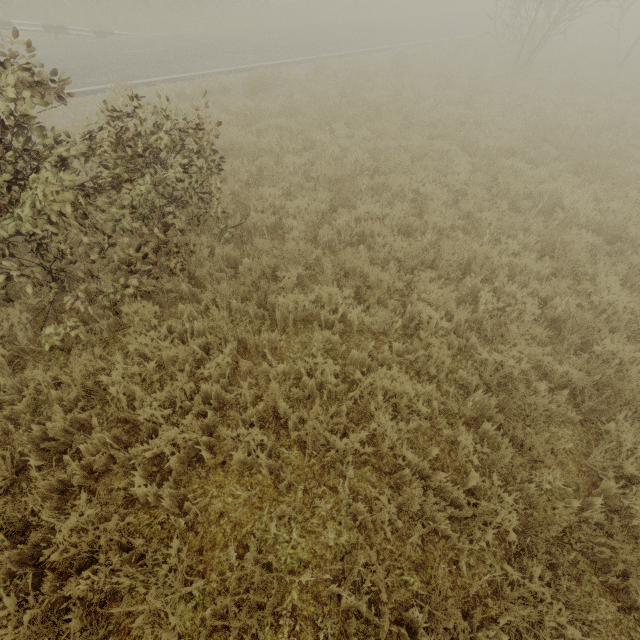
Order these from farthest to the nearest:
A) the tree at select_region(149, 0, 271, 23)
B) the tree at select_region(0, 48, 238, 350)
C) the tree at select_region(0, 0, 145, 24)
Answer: the tree at select_region(149, 0, 271, 23) < the tree at select_region(0, 0, 145, 24) < the tree at select_region(0, 48, 238, 350)

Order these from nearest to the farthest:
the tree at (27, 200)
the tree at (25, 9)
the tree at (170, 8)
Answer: the tree at (27, 200)
the tree at (25, 9)
the tree at (170, 8)

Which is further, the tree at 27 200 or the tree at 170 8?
the tree at 170 8

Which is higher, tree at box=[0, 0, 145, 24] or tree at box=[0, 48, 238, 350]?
tree at box=[0, 48, 238, 350]

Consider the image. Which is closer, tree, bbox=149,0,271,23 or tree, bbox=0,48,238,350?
tree, bbox=0,48,238,350

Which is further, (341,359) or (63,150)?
(341,359)
